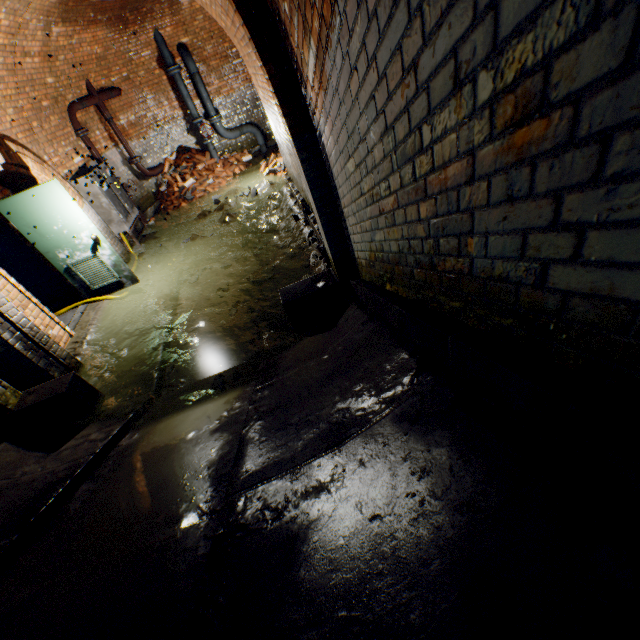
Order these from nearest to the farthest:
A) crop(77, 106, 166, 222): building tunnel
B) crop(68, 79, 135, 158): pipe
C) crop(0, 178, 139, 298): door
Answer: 1. crop(0, 178, 139, 298): door
2. crop(68, 79, 135, 158): pipe
3. crop(77, 106, 166, 222): building tunnel

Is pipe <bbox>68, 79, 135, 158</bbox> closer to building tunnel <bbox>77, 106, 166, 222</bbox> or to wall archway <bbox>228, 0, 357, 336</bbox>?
building tunnel <bbox>77, 106, 166, 222</bbox>

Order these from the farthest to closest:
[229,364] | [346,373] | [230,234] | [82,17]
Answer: [230,234], [82,17], [229,364], [346,373]

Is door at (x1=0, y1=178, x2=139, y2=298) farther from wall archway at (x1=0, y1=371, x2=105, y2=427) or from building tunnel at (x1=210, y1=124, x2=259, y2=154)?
wall archway at (x1=0, y1=371, x2=105, y2=427)

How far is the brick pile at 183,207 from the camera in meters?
9.6

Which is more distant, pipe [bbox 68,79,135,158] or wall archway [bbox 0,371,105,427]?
pipe [bbox 68,79,135,158]

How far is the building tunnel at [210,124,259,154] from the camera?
11.0m

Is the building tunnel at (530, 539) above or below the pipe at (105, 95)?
below
